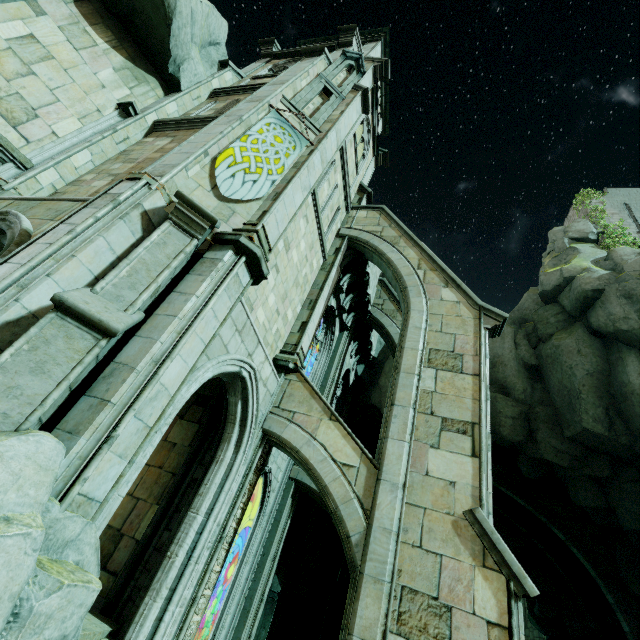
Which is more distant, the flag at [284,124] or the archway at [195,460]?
the flag at [284,124]

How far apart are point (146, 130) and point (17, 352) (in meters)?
9.31

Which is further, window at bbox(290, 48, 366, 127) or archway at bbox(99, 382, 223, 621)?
window at bbox(290, 48, 366, 127)

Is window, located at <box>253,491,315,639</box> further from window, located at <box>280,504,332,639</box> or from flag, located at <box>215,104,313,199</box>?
flag, located at <box>215,104,313,199</box>

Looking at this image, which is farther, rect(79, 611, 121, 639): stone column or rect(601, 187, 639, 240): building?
rect(601, 187, 639, 240): building

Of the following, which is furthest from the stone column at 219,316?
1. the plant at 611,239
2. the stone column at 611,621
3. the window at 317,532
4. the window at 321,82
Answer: the plant at 611,239

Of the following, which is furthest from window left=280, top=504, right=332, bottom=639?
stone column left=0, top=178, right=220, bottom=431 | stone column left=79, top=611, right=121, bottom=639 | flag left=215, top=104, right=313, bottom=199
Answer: flag left=215, top=104, right=313, bottom=199

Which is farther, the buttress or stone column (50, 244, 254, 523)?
the buttress
